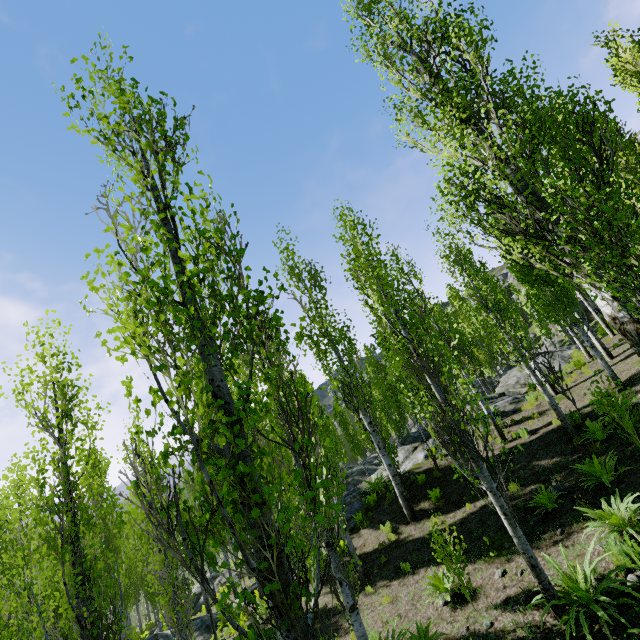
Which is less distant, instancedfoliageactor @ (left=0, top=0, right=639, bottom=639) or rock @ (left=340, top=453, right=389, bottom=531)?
instancedfoliageactor @ (left=0, top=0, right=639, bottom=639)

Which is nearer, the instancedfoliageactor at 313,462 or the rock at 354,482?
the instancedfoliageactor at 313,462

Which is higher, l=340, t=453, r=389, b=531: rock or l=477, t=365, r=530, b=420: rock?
l=477, t=365, r=530, b=420: rock

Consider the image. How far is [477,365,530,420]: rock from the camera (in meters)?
15.78

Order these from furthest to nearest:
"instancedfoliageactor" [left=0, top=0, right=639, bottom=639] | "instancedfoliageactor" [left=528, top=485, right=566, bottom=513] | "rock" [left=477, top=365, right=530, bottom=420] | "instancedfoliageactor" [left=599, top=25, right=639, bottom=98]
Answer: "rock" [left=477, top=365, right=530, bottom=420], "instancedfoliageactor" [left=599, top=25, right=639, bottom=98], "instancedfoliageactor" [left=528, top=485, right=566, bottom=513], "instancedfoliageactor" [left=0, top=0, right=639, bottom=639]

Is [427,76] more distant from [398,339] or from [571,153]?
[571,153]
